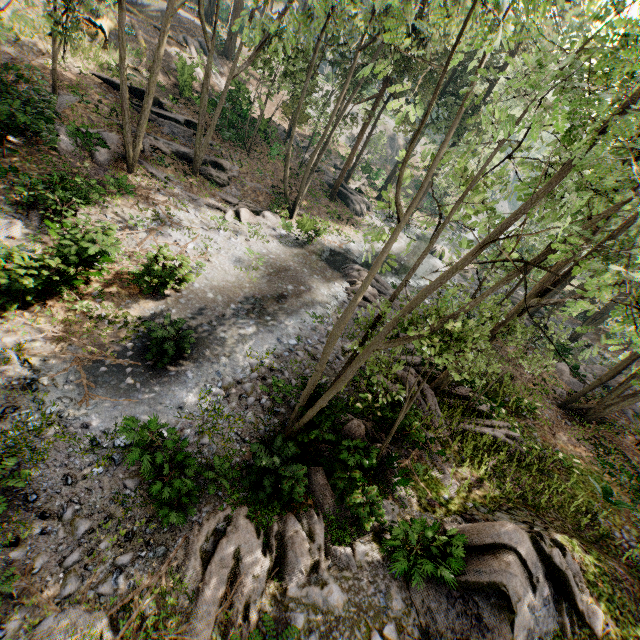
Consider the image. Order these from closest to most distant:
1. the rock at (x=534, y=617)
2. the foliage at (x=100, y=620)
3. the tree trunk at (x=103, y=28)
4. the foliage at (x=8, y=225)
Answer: the foliage at (x=100, y=620) → the rock at (x=534, y=617) → the foliage at (x=8, y=225) → the tree trunk at (x=103, y=28)

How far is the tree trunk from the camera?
22.0 meters

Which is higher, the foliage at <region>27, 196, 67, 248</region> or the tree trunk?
the tree trunk

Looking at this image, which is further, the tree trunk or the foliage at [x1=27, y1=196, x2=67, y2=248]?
the tree trunk

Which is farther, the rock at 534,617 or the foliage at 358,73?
the rock at 534,617

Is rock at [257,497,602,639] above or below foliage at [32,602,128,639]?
→ above

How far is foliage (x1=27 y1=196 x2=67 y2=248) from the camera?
12.41m

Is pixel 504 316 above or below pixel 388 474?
above
